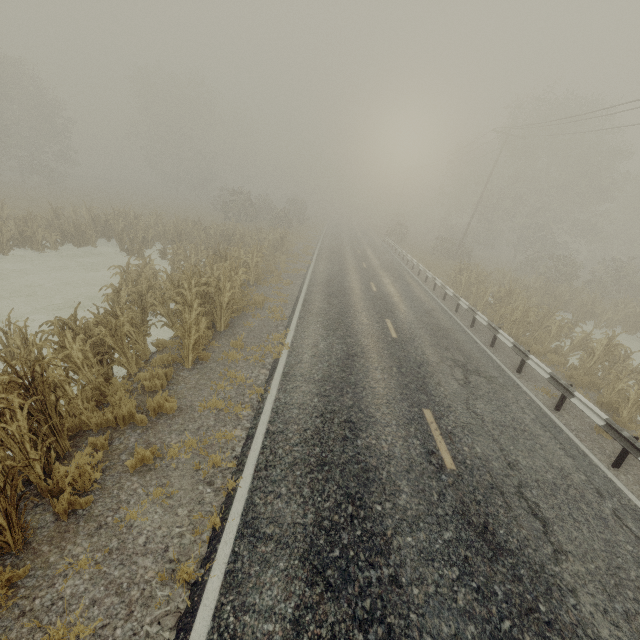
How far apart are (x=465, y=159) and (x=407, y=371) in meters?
50.2

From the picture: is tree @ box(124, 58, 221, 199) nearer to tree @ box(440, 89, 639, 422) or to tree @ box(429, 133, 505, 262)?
tree @ box(440, 89, 639, 422)

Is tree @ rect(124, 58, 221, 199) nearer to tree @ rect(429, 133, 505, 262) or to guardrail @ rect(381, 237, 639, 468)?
guardrail @ rect(381, 237, 639, 468)

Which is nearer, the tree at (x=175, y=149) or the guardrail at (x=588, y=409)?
the guardrail at (x=588, y=409)

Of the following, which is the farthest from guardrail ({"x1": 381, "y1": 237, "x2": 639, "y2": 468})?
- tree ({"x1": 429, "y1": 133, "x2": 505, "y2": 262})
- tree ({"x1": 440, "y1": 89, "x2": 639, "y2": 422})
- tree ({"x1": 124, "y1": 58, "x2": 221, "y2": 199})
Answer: tree ({"x1": 124, "y1": 58, "x2": 221, "y2": 199})

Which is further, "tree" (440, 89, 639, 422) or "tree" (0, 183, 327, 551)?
"tree" (440, 89, 639, 422)

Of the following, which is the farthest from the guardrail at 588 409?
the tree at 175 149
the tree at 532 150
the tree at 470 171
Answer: the tree at 175 149
